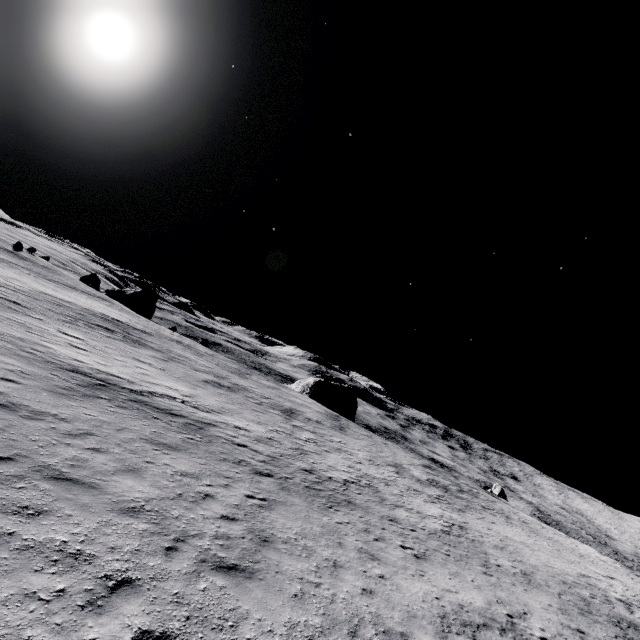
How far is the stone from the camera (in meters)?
58.69

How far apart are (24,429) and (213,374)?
25.82m

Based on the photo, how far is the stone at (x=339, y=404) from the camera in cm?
5869
